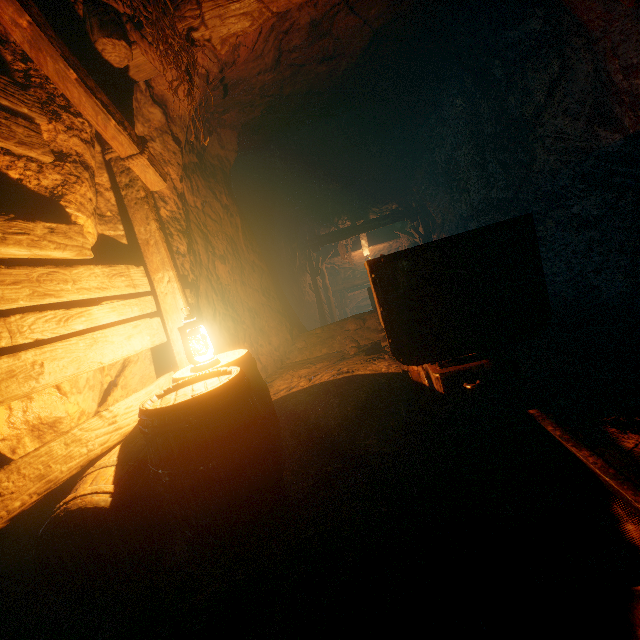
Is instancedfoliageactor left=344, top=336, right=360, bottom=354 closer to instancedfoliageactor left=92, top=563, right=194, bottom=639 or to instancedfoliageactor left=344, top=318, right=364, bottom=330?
instancedfoliageactor left=344, top=318, right=364, bottom=330

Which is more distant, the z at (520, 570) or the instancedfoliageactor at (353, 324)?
the instancedfoliageactor at (353, 324)

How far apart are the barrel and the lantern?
0.01m

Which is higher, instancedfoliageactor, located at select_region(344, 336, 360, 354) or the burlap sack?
the burlap sack

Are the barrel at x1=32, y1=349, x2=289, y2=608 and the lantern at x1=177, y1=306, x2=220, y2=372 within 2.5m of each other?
yes

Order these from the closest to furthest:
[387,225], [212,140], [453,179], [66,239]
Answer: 1. [66,239]
2. [212,140]
3. [453,179]
4. [387,225]

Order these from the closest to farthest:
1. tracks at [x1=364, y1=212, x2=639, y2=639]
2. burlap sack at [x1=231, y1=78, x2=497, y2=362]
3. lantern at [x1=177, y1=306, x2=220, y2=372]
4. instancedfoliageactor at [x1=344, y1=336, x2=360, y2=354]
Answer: tracks at [x1=364, y1=212, x2=639, y2=639]
lantern at [x1=177, y1=306, x2=220, y2=372]
instancedfoliageactor at [x1=344, y1=336, x2=360, y2=354]
burlap sack at [x1=231, y1=78, x2=497, y2=362]

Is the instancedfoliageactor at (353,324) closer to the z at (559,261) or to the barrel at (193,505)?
the z at (559,261)
